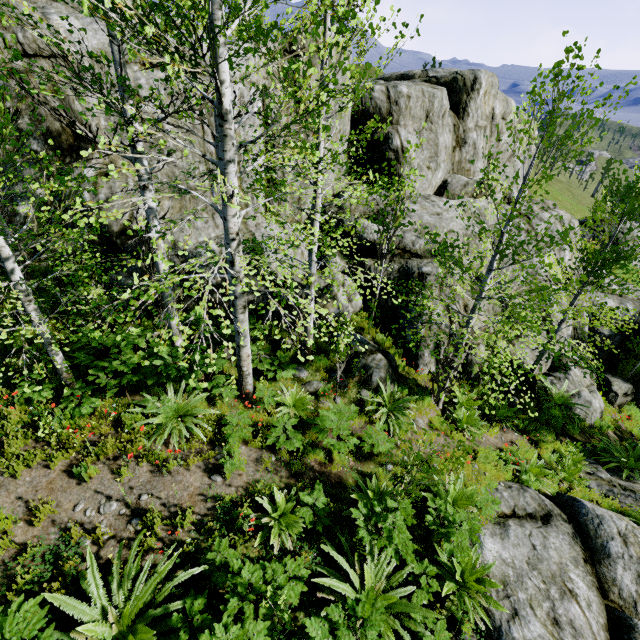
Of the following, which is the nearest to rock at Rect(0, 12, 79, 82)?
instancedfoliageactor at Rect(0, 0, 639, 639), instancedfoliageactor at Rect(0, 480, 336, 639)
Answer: instancedfoliageactor at Rect(0, 0, 639, 639)

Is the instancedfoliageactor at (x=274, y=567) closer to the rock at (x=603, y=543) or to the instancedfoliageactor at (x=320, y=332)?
the rock at (x=603, y=543)

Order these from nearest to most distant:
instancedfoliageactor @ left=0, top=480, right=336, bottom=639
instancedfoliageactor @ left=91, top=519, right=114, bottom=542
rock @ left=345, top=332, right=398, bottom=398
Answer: instancedfoliageactor @ left=0, top=480, right=336, bottom=639 < instancedfoliageactor @ left=91, top=519, right=114, bottom=542 < rock @ left=345, top=332, right=398, bottom=398

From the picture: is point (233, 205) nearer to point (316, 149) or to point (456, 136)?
point (316, 149)

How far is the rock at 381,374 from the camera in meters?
8.3 m

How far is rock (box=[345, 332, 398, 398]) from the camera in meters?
8.3
